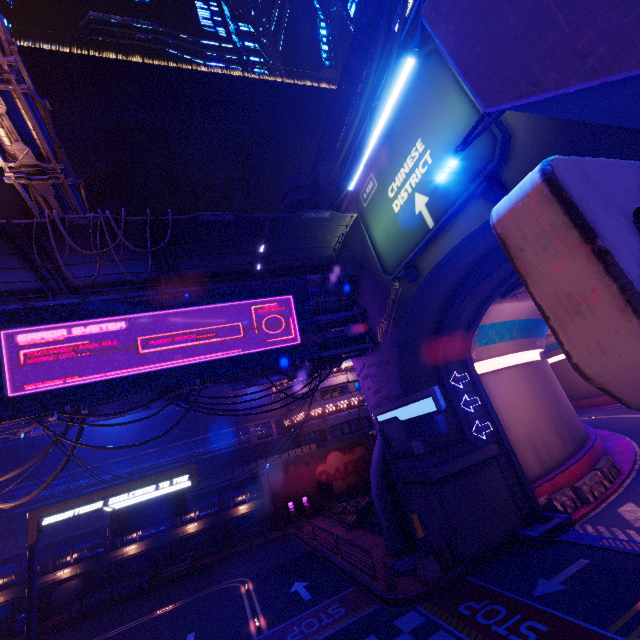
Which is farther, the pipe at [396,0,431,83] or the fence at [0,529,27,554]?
the fence at [0,529,27,554]

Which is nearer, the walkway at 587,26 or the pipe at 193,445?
the walkway at 587,26

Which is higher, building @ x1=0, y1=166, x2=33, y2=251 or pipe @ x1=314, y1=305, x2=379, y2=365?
building @ x1=0, y1=166, x2=33, y2=251

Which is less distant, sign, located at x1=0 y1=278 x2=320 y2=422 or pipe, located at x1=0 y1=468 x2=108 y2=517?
sign, located at x1=0 y1=278 x2=320 y2=422

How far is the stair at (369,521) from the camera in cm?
2165

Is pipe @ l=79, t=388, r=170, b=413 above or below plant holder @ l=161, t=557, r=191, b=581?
above

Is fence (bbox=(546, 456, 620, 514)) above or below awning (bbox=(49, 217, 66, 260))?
below

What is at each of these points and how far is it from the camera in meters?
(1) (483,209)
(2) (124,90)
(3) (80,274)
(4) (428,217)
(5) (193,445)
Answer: (1) wall arch, 11.1
(2) building, 58.3
(3) awning, 13.3
(4) sign, 12.7
(5) pipe, 33.2
